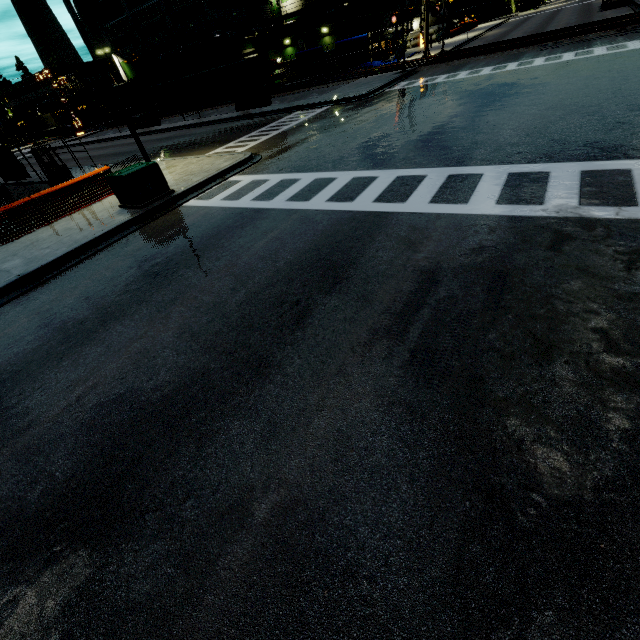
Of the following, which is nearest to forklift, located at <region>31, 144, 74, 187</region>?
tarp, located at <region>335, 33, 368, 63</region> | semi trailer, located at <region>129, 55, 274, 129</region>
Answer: semi trailer, located at <region>129, 55, 274, 129</region>

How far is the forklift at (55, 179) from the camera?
15.2 meters

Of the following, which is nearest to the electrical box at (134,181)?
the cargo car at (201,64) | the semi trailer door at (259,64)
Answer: the cargo car at (201,64)

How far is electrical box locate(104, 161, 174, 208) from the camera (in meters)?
10.77

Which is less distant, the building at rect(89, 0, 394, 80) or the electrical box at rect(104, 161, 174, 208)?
the electrical box at rect(104, 161, 174, 208)

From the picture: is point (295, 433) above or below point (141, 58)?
below

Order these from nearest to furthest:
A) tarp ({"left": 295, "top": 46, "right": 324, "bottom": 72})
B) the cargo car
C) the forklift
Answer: the forklift < tarp ({"left": 295, "top": 46, "right": 324, "bottom": 72}) < the cargo car

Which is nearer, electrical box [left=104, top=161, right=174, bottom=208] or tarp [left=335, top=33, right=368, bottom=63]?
electrical box [left=104, top=161, right=174, bottom=208]
